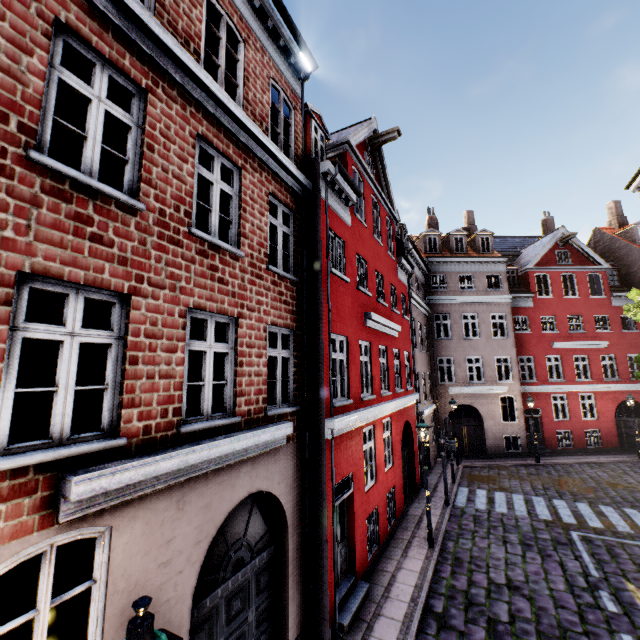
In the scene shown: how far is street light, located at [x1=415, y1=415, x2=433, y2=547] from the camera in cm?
1017

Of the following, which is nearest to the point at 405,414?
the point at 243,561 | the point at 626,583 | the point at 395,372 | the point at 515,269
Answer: the point at 395,372

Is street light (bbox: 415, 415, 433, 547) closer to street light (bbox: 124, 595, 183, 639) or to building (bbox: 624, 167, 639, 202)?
building (bbox: 624, 167, 639, 202)

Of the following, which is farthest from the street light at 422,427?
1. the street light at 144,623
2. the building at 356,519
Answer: the street light at 144,623

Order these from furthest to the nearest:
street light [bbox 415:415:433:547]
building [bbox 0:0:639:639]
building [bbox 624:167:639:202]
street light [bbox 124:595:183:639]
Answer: building [bbox 624:167:639:202] < street light [bbox 415:415:433:547] < building [bbox 0:0:639:639] < street light [bbox 124:595:183:639]

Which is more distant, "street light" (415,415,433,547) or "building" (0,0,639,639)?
"street light" (415,415,433,547)

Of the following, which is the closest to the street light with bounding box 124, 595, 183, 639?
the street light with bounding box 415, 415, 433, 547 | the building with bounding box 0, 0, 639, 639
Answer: the building with bounding box 0, 0, 639, 639
